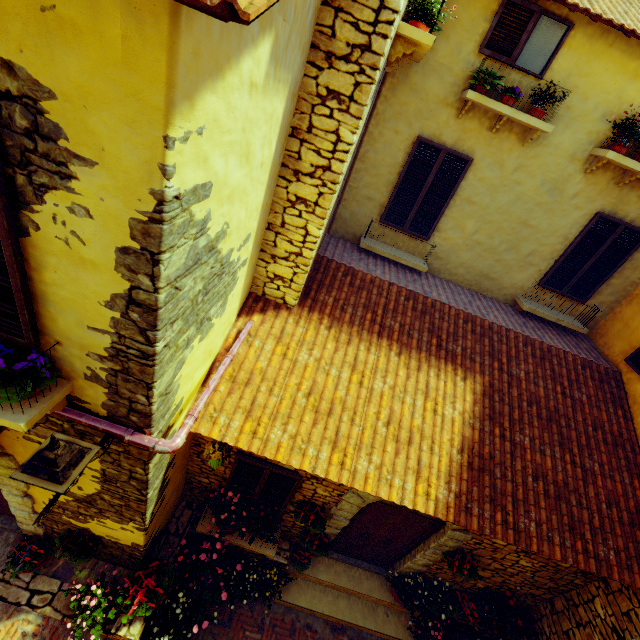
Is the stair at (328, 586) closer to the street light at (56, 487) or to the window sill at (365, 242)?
the street light at (56, 487)

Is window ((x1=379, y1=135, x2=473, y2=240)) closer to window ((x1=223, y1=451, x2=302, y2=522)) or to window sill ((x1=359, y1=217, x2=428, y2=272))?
window sill ((x1=359, y1=217, x2=428, y2=272))

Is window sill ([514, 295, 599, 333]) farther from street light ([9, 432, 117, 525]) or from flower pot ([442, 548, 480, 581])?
street light ([9, 432, 117, 525])

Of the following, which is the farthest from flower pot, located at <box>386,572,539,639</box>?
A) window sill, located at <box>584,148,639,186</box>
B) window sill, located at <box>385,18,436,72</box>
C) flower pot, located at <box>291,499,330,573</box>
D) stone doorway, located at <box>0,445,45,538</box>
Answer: window sill, located at <box>385,18,436,72</box>

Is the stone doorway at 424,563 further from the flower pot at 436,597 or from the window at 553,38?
the window at 553,38

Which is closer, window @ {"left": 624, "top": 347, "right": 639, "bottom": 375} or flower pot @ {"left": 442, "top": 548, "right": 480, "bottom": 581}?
flower pot @ {"left": 442, "top": 548, "right": 480, "bottom": 581}

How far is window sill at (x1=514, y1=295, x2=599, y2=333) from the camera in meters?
6.8

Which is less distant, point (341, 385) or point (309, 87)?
point (309, 87)
